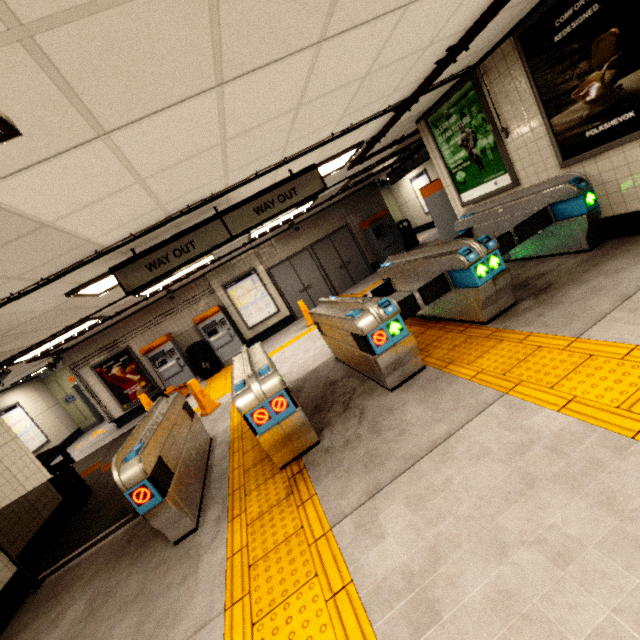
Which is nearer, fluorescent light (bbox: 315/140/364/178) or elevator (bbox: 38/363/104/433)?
fluorescent light (bbox: 315/140/364/178)

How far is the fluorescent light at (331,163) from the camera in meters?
5.1 m

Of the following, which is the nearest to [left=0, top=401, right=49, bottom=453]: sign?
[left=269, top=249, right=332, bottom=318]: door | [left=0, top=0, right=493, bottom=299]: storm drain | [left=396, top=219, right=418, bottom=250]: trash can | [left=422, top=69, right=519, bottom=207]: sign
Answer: [left=0, top=0, right=493, bottom=299]: storm drain

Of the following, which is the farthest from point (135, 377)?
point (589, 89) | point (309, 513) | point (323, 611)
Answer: point (589, 89)

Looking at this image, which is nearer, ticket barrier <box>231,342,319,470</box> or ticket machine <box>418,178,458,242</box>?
ticket barrier <box>231,342,319,470</box>

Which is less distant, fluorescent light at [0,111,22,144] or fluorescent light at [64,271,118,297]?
fluorescent light at [0,111,22,144]

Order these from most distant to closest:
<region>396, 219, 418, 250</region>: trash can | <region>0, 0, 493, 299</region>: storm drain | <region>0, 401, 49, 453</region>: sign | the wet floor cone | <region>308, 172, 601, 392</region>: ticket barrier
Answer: <region>396, 219, 418, 250</region>: trash can
<region>0, 401, 49, 453</region>: sign
the wet floor cone
<region>308, 172, 601, 392</region>: ticket barrier
<region>0, 0, 493, 299</region>: storm drain

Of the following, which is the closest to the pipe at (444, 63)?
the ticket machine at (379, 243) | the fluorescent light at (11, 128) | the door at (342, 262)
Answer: the fluorescent light at (11, 128)
